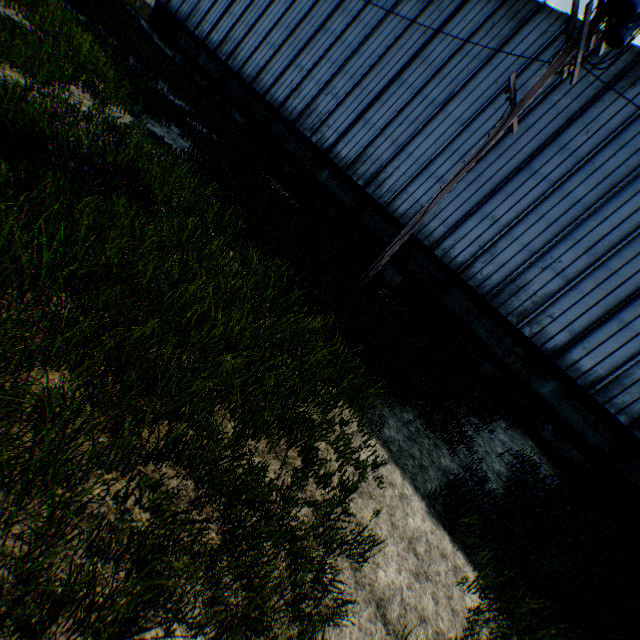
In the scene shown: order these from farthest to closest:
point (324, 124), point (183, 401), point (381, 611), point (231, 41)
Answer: point (231, 41) < point (324, 124) < point (381, 611) < point (183, 401)

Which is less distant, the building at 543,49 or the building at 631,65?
the building at 631,65

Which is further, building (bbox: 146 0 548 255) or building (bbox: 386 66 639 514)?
building (bbox: 146 0 548 255)

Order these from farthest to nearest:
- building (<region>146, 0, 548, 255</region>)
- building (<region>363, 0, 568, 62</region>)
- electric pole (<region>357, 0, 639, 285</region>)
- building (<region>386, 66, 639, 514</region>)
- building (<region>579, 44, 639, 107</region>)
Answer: building (<region>146, 0, 548, 255</region>) → building (<region>363, 0, 568, 62</region>) → building (<region>579, 44, 639, 107</region>) → building (<region>386, 66, 639, 514</region>) → electric pole (<region>357, 0, 639, 285</region>)

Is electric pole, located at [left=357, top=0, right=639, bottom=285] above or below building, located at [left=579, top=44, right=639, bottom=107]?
below

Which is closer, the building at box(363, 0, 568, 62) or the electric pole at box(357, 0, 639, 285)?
the electric pole at box(357, 0, 639, 285)

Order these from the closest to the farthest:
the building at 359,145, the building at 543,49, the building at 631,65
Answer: the building at 631,65, the building at 543,49, the building at 359,145
